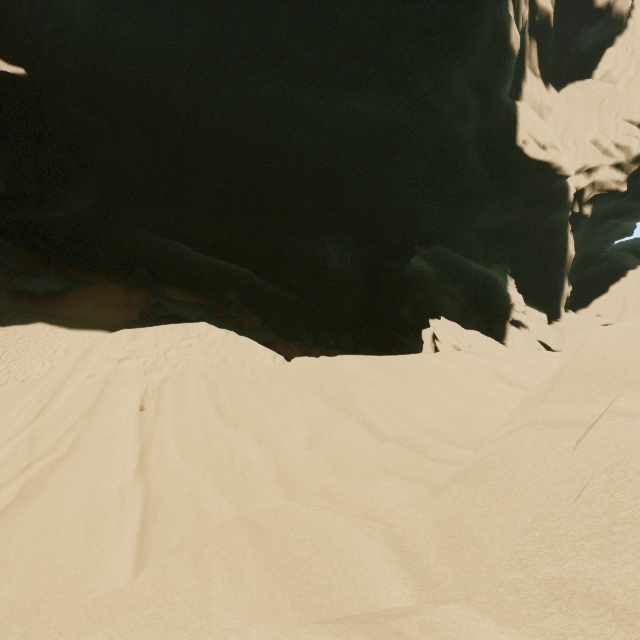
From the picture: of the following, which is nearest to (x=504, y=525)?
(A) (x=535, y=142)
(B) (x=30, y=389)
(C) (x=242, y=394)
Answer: (C) (x=242, y=394)
